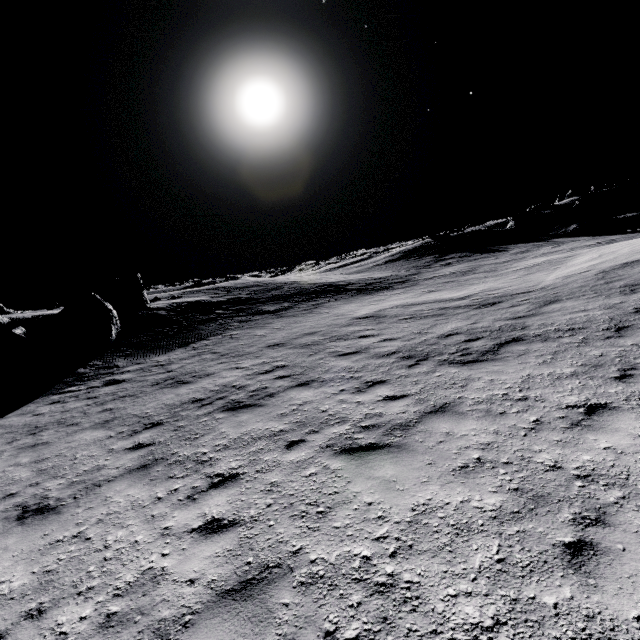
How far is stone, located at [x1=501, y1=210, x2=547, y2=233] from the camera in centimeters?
4131cm

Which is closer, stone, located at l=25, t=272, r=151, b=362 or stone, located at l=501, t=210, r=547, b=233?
stone, located at l=25, t=272, r=151, b=362

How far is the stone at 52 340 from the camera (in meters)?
17.14

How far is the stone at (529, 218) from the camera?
41.31m

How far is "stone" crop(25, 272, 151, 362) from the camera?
17.14m

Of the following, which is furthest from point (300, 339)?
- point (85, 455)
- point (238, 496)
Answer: point (238, 496)
